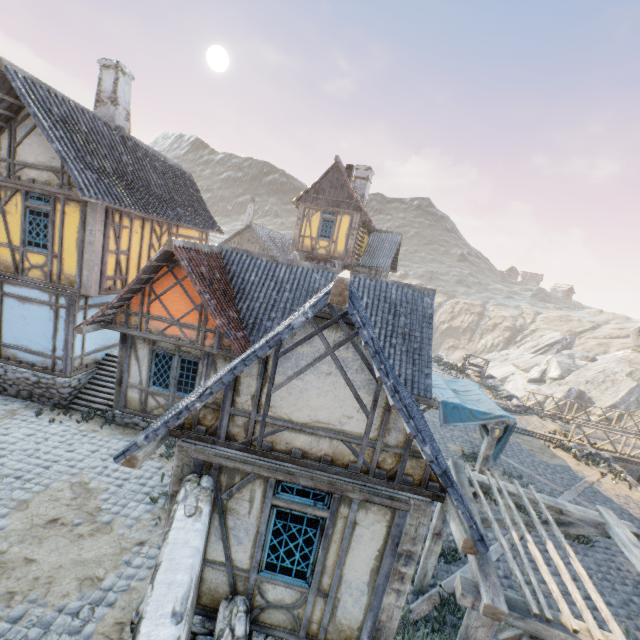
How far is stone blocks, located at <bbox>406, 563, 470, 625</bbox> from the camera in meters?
6.6

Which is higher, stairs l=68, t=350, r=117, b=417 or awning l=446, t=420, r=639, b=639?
awning l=446, t=420, r=639, b=639

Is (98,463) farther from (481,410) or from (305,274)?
(481,410)

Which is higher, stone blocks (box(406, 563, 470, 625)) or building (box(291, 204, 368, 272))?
building (box(291, 204, 368, 272))

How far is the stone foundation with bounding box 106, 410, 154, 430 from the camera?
10.6m

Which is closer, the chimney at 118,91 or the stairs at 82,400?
the stairs at 82,400

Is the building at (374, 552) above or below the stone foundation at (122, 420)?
above

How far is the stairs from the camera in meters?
11.1 m
